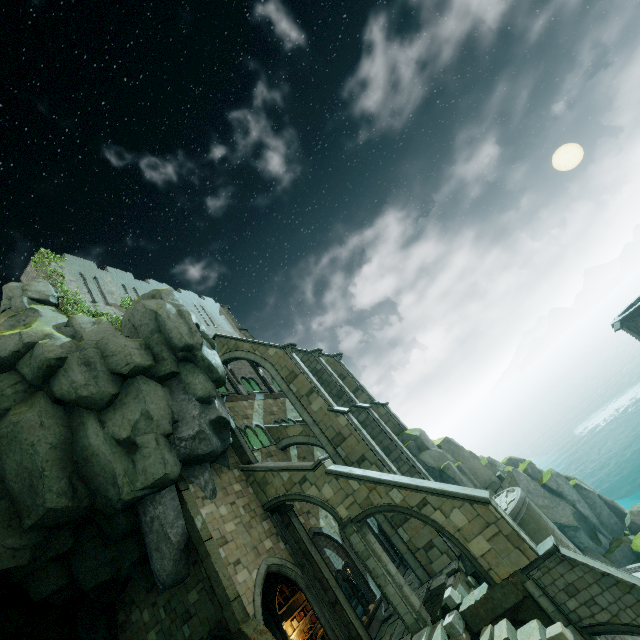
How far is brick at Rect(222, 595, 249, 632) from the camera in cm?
1234

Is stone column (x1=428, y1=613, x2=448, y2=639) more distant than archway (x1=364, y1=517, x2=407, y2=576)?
No

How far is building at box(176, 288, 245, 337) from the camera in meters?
32.3 m

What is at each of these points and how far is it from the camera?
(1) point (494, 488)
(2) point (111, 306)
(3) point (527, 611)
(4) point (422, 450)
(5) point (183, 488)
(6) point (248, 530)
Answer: (1) brick, 23.5 meters
(2) building, 24.0 meters
(3) arch, 11.6 meters
(4) rock, 25.0 meters
(5) stone column, 15.0 meters
(6) building, 15.6 meters

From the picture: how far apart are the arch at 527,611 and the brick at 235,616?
8.8m

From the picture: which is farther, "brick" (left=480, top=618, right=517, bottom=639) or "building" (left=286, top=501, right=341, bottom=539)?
"building" (left=286, top=501, right=341, bottom=539)

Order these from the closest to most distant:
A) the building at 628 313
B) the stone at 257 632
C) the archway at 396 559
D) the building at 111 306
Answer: the stone at 257 632, the archway at 396 559, the building at 111 306, the building at 628 313

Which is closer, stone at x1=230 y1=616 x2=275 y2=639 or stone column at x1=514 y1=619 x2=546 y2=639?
stone column at x1=514 y1=619 x2=546 y2=639
